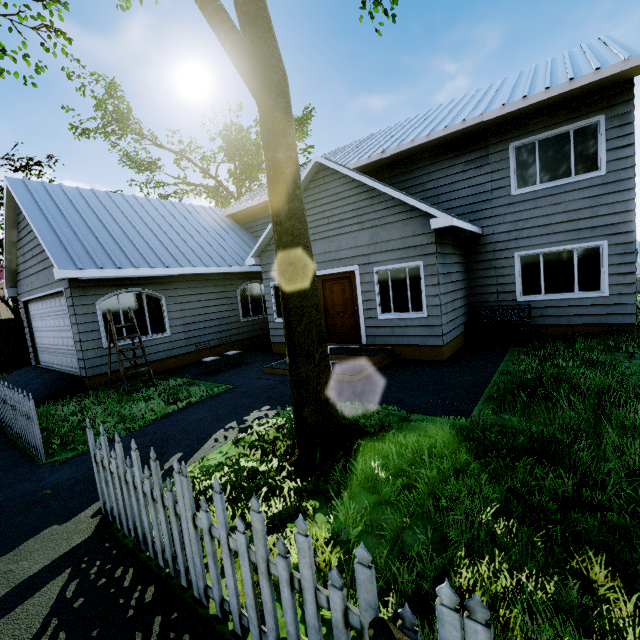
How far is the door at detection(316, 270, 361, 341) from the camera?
9.26m

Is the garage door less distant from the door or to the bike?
the door

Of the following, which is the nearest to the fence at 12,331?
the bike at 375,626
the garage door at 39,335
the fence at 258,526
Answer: the fence at 258,526

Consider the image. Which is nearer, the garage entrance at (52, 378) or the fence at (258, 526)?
the fence at (258, 526)

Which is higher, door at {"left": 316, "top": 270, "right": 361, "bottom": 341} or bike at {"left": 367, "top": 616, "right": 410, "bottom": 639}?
door at {"left": 316, "top": 270, "right": 361, "bottom": 341}

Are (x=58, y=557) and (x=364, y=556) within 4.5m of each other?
yes

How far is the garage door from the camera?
8.95m

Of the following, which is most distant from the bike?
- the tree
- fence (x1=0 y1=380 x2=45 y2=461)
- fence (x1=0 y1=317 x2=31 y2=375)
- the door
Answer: fence (x1=0 y1=317 x2=31 y2=375)
